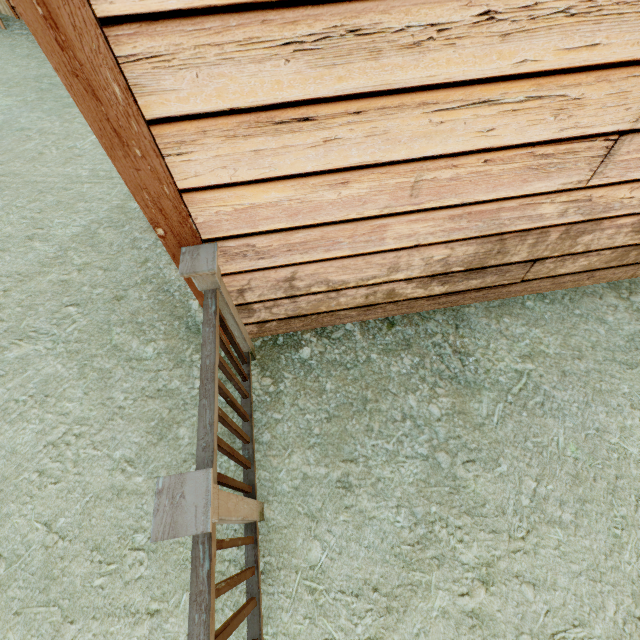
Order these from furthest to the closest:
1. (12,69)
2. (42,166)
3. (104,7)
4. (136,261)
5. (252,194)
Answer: (12,69) < (42,166) < (136,261) < (252,194) < (104,7)
